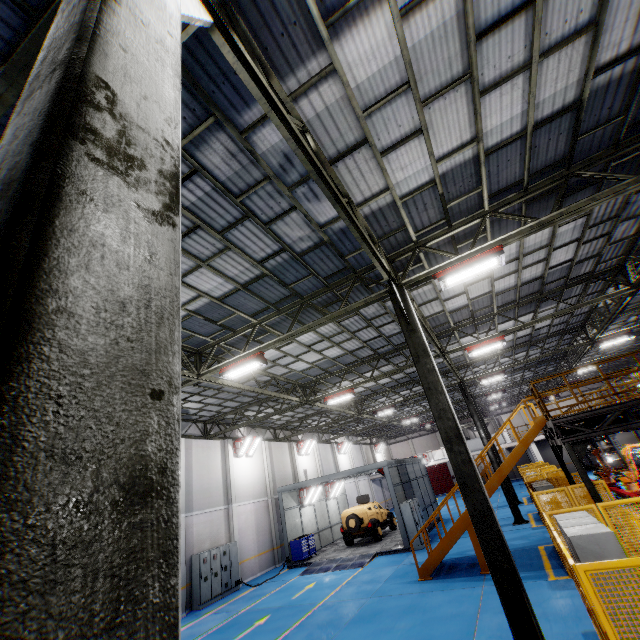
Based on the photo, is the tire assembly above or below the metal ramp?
above

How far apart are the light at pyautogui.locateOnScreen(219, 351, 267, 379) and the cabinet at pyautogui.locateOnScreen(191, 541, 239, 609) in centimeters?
1145cm

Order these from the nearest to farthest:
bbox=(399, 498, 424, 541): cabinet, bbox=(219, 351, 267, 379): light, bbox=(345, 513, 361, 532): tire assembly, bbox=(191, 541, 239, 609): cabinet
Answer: bbox=(219, 351, 267, 379): light, bbox=(191, 541, 239, 609): cabinet, bbox=(399, 498, 424, 541): cabinet, bbox=(345, 513, 361, 532): tire assembly

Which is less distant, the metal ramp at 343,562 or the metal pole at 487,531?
the metal pole at 487,531

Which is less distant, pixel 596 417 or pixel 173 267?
pixel 173 267

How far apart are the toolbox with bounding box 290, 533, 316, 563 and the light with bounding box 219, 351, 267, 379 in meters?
14.6

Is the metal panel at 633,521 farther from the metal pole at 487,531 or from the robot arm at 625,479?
the robot arm at 625,479

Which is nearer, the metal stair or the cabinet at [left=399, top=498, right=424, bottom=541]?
the metal stair
